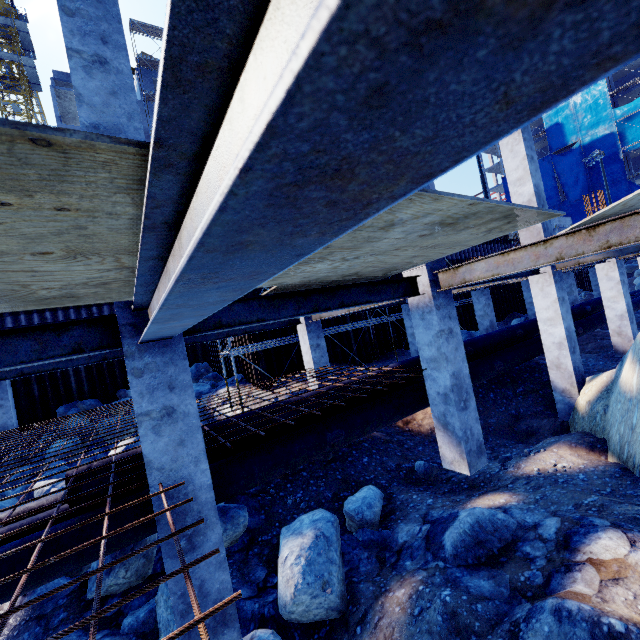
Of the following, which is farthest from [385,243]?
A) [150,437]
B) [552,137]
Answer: [552,137]

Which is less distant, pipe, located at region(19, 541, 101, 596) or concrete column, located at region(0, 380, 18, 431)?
pipe, located at region(19, 541, 101, 596)

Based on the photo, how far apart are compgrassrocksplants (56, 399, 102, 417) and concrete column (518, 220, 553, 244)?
19.6m

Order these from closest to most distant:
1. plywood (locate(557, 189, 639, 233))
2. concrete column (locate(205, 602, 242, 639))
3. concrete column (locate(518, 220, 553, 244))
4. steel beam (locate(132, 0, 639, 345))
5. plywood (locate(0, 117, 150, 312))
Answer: steel beam (locate(132, 0, 639, 345)) < plywood (locate(0, 117, 150, 312)) < plywood (locate(557, 189, 639, 233)) < concrete column (locate(205, 602, 242, 639)) < concrete column (locate(518, 220, 553, 244))

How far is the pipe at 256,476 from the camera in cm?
581

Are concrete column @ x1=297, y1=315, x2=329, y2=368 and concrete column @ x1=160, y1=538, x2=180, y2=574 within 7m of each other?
yes

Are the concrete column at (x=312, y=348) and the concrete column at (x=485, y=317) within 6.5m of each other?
no

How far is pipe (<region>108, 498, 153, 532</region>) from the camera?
4.78m
